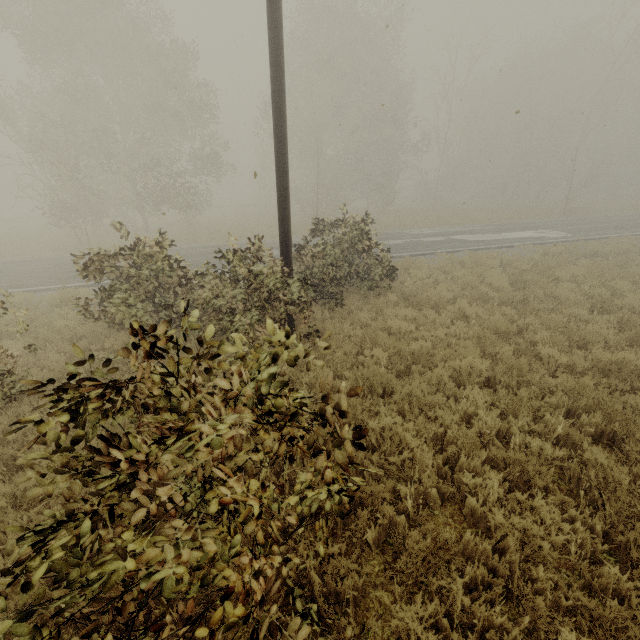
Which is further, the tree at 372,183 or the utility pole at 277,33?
the utility pole at 277,33

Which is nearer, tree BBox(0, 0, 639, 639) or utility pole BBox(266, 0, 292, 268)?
tree BBox(0, 0, 639, 639)

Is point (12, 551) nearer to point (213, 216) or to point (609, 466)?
point (609, 466)
